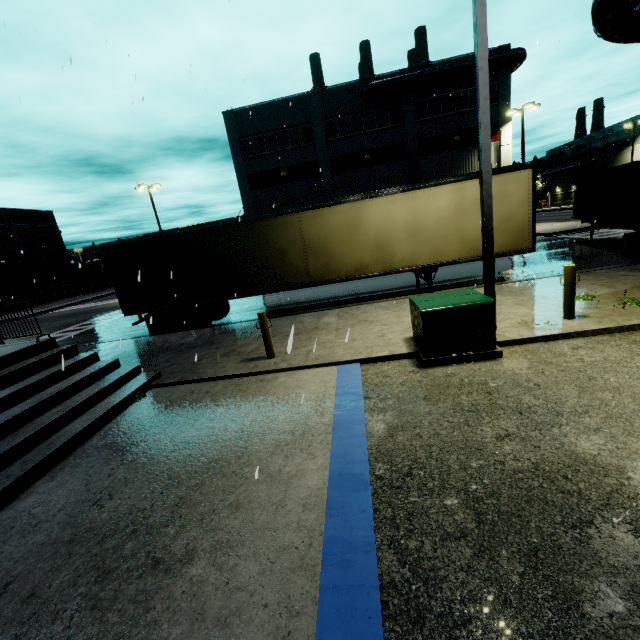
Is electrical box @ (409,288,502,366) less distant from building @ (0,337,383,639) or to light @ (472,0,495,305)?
light @ (472,0,495,305)

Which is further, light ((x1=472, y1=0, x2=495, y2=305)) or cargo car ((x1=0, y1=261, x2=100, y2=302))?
cargo car ((x1=0, y1=261, x2=100, y2=302))

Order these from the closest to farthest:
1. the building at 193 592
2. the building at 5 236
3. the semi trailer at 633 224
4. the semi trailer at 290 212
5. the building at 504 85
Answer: the building at 193 592, the semi trailer at 290 212, the semi trailer at 633 224, the building at 504 85, the building at 5 236

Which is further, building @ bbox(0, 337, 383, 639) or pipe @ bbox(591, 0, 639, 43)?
pipe @ bbox(591, 0, 639, 43)

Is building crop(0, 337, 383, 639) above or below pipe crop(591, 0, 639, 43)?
below

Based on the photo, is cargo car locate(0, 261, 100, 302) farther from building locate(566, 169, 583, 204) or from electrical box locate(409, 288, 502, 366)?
electrical box locate(409, 288, 502, 366)

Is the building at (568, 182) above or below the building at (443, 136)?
below

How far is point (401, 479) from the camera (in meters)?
3.72
